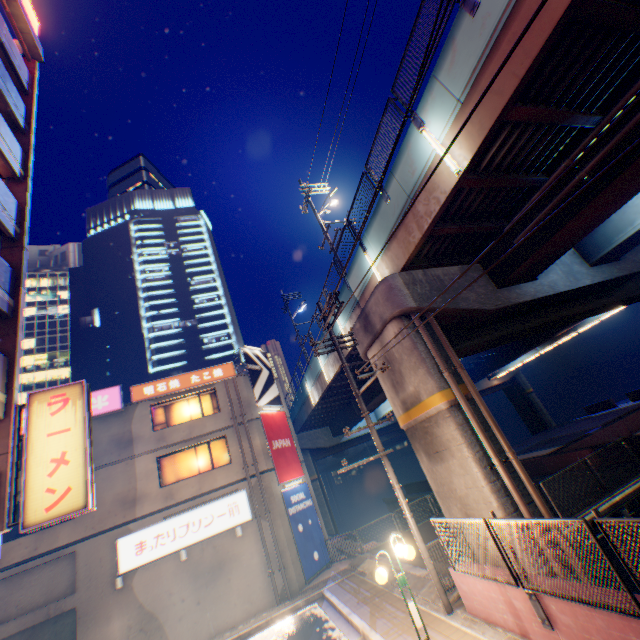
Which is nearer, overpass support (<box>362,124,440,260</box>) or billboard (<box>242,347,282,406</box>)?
overpass support (<box>362,124,440,260</box>)

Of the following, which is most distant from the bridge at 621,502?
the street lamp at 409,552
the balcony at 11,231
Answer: the balcony at 11,231

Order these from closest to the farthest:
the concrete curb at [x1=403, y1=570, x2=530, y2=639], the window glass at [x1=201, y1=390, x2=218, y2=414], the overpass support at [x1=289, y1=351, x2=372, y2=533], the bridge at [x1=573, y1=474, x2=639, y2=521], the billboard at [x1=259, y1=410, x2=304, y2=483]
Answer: the concrete curb at [x1=403, y1=570, x2=530, y2=639], the bridge at [x1=573, y1=474, x2=639, y2=521], the billboard at [x1=259, y1=410, x2=304, y2=483], the window glass at [x1=201, y1=390, x2=218, y2=414], the overpass support at [x1=289, y1=351, x2=372, y2=533]

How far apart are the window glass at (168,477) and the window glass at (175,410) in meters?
1.5 m

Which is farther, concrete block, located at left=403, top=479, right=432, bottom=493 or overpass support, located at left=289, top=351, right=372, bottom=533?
concrete block, located at left=403, top=479, right=432, bottom=493

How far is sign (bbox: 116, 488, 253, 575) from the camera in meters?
15.0

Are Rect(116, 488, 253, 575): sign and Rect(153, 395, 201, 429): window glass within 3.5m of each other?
no

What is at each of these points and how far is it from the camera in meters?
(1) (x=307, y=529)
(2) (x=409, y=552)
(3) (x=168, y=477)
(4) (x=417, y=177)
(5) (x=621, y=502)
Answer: (1) billboard, 18.2 m
(2) street lamp, 7.2 m
(3) window glass, 17.5 m
(4) overpass support, 9.5 m
(5) bridge, 11.6 m
